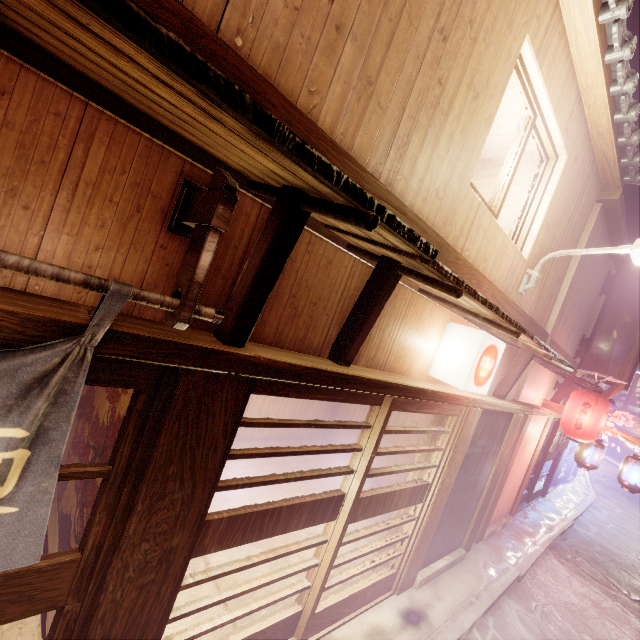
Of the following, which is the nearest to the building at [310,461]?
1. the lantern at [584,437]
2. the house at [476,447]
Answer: the house at [476,447]

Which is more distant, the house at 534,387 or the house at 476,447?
the house at 534,387

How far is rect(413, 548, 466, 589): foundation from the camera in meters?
8.6

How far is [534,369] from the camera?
12.43m

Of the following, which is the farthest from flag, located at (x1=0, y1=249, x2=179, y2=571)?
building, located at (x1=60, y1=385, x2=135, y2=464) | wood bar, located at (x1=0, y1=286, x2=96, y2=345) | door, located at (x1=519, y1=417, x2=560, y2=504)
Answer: door, located at (x1=519, y1=417, x2=560, y2=504)

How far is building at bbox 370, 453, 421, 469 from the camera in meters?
13.0

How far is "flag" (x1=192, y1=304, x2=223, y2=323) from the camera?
2.8m

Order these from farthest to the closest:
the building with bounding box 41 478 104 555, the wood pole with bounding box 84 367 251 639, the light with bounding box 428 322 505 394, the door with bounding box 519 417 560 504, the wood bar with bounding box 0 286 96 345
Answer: the door with bounding box 519 417 560 504 < the light with bounding box 428 322 505 394 < the building with bounding box 41 478 104 555 < the wood pole with bounding box 84 367 251 639 < the wood bar with bounding box 0 286 96 345
